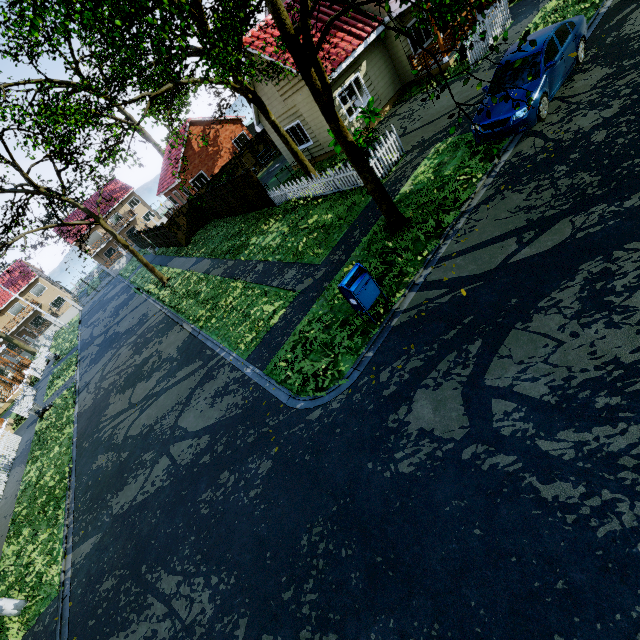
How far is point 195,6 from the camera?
11.9m

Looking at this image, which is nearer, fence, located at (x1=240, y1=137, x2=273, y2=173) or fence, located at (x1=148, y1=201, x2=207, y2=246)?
fence, located at (x1=148, y1=201, x2=207, y2=246)

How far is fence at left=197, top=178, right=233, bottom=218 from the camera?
22.8m

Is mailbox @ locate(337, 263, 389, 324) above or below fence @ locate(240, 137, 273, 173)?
below

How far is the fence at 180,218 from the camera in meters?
26.4

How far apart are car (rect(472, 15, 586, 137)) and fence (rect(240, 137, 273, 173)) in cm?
2329

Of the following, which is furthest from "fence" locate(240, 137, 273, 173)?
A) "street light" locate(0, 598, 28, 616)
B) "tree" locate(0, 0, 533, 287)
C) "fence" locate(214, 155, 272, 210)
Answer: "street light" locate(0, 598, 28, 616)

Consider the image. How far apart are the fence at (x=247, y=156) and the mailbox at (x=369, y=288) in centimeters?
2620cm
